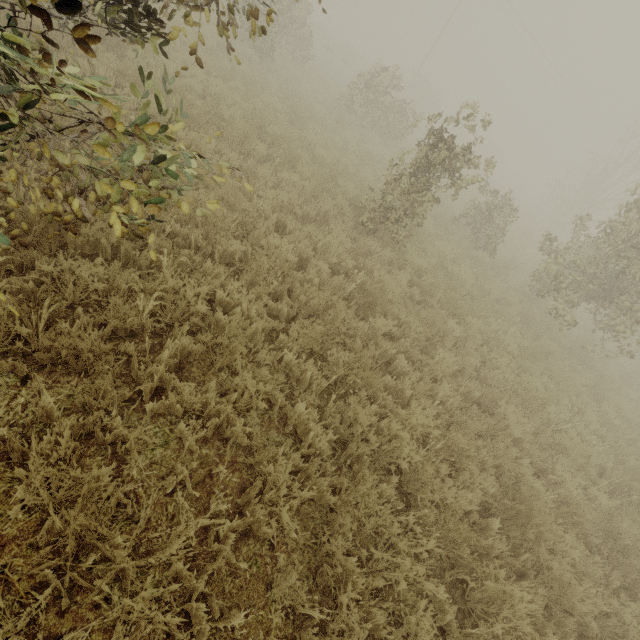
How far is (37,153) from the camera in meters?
2.1 m

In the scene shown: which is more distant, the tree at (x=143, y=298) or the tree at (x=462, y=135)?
the tree at (x=462, y=135)

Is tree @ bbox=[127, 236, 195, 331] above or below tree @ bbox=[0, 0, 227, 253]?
below

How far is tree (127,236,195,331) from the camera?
3.1m

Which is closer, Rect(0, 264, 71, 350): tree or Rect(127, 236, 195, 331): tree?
Rect(0, 264, 71, 350): tree

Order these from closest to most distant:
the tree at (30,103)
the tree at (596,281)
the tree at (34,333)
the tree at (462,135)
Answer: the tree at (30,103) → the tree at (34,333) → the tree at (462,135) → the tree at (596,281)

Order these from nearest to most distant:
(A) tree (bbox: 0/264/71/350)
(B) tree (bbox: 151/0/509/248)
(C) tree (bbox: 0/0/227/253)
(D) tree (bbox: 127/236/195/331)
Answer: (C) tree (bbox: 0/0/227/253)
(A) tree (bbox: 0/264/71/350)
(D) tree (bbox: 127/236/195/331)
(B) tree (bbox: 151/0/509/248)
